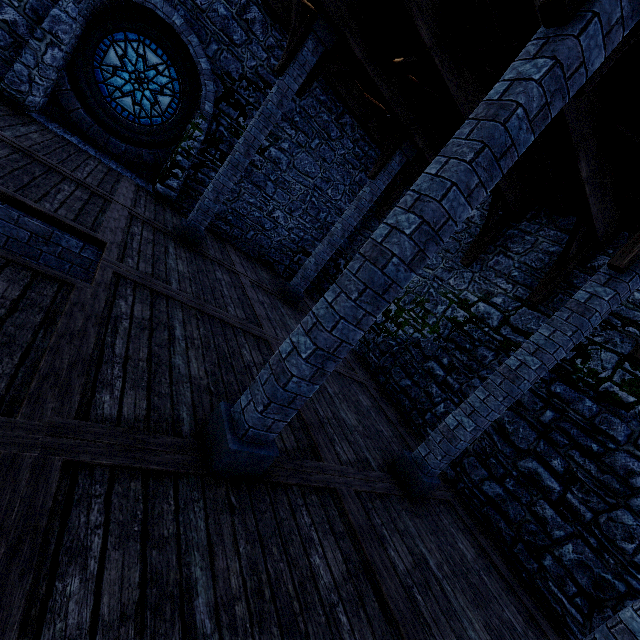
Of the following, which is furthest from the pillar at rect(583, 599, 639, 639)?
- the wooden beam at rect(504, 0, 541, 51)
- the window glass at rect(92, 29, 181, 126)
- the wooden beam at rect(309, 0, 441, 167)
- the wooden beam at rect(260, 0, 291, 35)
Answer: the window glass at rect(92, 29, 181, 126)

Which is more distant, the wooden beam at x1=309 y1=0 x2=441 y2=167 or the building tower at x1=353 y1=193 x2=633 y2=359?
the building tower at x1=353 y1=193 x2=633 y2=359

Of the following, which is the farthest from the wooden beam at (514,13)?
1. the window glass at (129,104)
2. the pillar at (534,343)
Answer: the window glass at (129,104)

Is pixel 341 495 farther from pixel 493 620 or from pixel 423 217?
pixel 423 217

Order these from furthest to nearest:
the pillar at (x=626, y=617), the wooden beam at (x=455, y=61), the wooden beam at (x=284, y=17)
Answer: the wooden beam at (x=284, y=17) < the wooden beam at (x=455, y=61) < the pillar at (x=626, y=617)

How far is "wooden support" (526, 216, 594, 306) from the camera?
6.2 meters

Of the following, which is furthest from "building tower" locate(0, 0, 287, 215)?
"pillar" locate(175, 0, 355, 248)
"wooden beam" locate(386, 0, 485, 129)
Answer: "pillar" locate(175, 0, 355, 248)

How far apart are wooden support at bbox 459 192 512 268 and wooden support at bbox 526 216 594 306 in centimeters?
181cm
